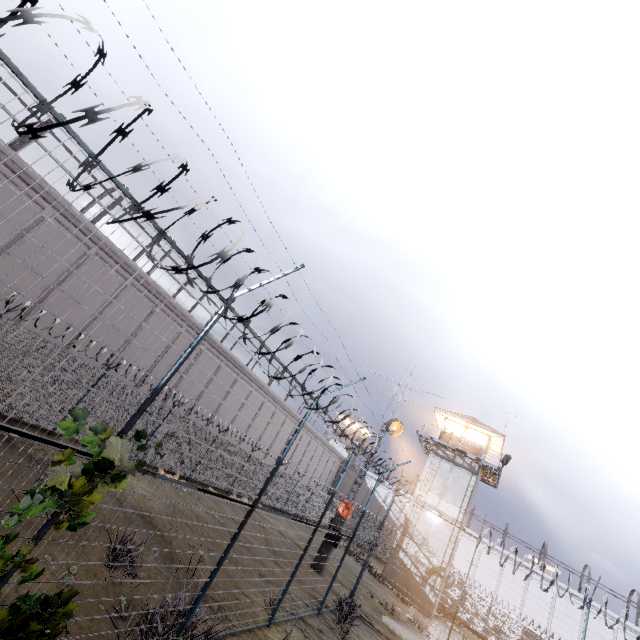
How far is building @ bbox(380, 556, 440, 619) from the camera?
23.5 meters

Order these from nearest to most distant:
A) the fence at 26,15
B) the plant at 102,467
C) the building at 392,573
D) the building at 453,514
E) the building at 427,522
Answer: the fence at 26,15, the plant at 102,467, the building at 392,573, the building at 427,522, the building at 453,514

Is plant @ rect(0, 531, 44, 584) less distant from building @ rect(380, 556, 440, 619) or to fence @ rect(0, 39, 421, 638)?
fence @ rect(0, 39, 421, 638)

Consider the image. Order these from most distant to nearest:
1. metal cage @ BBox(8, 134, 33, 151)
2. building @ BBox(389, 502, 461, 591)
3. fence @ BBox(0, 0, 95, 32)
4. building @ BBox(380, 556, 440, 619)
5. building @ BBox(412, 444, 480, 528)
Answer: building @ BBox(412, 444, 480, 528), building @ BBox(389, 502, 461, 591), building @ BBox(380, 556, 440, 619), metal cage @ BBox(8, 134, 33, 151), fence @ BBox(0, 0, 95, 32)

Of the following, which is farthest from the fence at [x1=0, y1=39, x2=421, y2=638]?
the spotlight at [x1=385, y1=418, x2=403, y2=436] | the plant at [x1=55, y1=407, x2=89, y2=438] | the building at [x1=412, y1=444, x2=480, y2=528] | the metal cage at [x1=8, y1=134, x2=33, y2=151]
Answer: the building at [x1=412, y1=444, x2=480, y2=528]

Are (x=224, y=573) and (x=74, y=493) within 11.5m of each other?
yes

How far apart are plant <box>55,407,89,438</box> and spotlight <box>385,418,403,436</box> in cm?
1725

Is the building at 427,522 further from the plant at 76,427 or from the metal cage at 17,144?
the plant at 76,427
